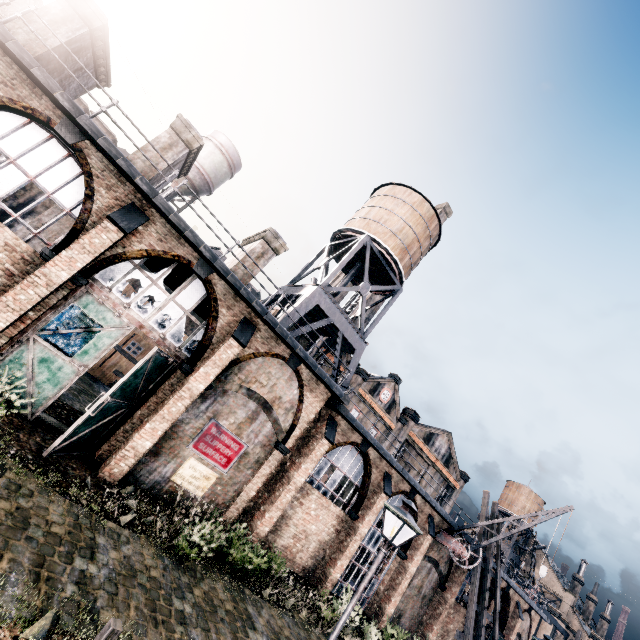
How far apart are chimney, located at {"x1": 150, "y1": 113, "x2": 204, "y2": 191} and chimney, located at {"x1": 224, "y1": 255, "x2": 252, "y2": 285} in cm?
491

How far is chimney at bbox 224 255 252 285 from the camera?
17.2m

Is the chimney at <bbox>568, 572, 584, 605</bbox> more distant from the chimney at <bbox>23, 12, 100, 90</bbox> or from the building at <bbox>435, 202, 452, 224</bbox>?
the chimney at <bbox>23, 12, 100, 90</bbox>

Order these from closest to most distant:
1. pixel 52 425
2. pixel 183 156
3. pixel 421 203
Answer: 1. pixel 52 425
2. pixel 183 156
3. pixel 421 203

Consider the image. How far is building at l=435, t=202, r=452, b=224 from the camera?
50.38m

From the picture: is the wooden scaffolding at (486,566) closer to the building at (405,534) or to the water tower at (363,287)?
the building at (405,534)

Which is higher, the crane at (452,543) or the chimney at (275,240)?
the chimney at (275,240)

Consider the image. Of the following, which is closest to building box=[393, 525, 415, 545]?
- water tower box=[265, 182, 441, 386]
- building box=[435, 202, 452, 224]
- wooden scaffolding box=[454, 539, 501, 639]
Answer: wooden scaffolding box=[454, 539, 501, 639]
